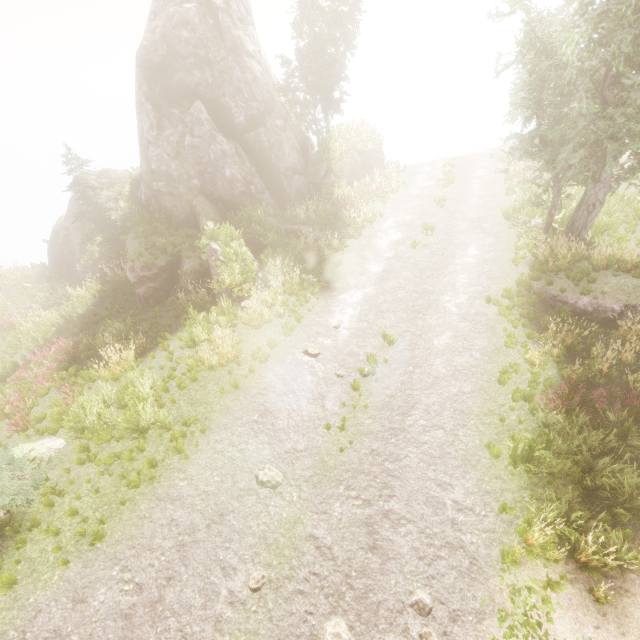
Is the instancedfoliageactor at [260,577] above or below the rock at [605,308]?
below

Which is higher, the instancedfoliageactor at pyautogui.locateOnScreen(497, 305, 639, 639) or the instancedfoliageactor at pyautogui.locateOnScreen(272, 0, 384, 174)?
the instancedfoliageactor at pyautogui.locateOnScreen(272, 0, 384, 174)

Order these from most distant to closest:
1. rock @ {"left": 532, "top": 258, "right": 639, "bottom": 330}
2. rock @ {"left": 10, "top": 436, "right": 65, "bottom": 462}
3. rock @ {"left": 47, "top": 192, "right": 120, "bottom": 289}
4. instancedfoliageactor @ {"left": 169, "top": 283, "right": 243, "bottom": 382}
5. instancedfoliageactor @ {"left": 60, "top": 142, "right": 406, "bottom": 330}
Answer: rock @ {"left": 47, "top": 192, "right": 120, "bottom": 289}
instancedfoliageactor @ {"left": 60, "top": 142, "right": 406, "bottom": 330}
instancedfoliageactor @ {"left": 169, "top": 283, "right": 243, "bottom": 382}
rock @ {"left": 532, "top": 258, "right": 639, "bottom": 330}
rock @ {"left": 10, "top": 436, "right": 65, "bottom": 462}

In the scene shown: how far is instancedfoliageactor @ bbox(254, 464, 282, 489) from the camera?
7.7 meters

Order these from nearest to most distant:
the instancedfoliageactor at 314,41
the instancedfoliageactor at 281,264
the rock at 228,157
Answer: the instancedfoliageactor at 281,264, the rock at 228,157, the instancedfoliageactor at 314,41

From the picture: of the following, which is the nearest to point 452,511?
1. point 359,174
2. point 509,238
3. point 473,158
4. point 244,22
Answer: point 509,238

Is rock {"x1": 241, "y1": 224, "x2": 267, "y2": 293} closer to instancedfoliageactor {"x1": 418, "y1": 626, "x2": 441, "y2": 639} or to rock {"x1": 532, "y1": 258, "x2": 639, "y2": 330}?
instancedfoliageactor {"x1": 418, "y1": 626, "x2": 441, "y2": 639}
